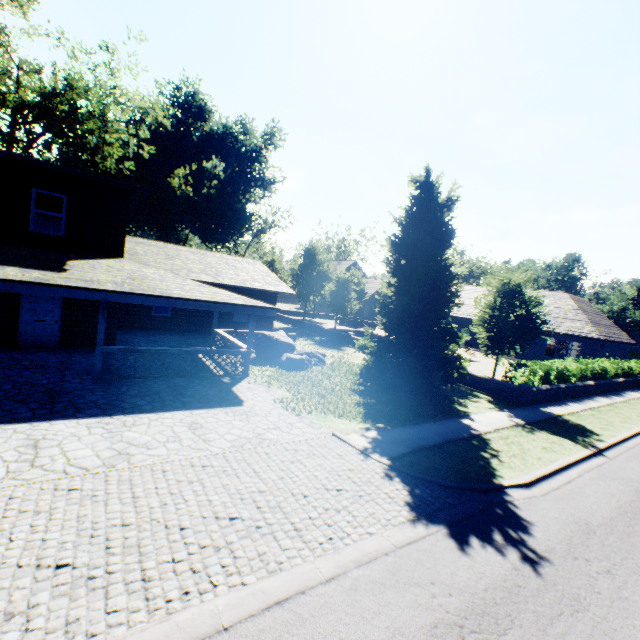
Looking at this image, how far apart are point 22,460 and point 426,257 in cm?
1358

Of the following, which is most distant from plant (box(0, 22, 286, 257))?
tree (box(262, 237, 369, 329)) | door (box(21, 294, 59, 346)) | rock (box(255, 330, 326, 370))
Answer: door (box(21, 294, 59, 346))

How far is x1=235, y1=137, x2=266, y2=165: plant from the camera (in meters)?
57.44

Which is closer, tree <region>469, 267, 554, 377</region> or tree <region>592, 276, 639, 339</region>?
tree <region>469, 267, 554, 377</region>

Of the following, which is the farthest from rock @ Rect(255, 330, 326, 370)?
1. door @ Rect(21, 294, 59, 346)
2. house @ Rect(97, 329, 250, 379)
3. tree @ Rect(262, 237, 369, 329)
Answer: door @ Rect(21, 294, 59, 346)

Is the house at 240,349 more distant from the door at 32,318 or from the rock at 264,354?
the door at 32,318

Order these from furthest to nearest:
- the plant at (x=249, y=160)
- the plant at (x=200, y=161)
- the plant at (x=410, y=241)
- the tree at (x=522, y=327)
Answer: the plant at (x=249, y=160), the plant at (x=200, y=161), the tree at (x=522, y=327), the plant at (x=410, y=241)

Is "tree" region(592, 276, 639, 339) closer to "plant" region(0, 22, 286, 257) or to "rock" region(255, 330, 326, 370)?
"plant" region(0, 22, 286, 257)
